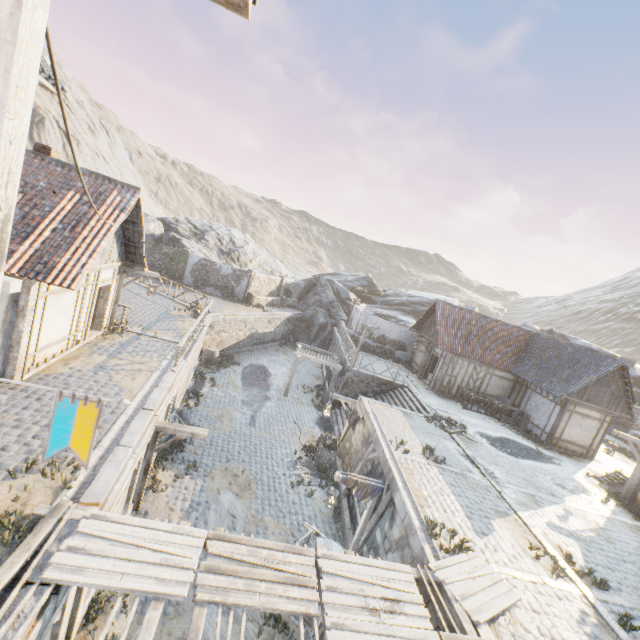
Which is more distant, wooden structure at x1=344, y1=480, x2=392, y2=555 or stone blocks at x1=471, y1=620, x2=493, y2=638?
wooden structure at x1=344, y1=480, x2=392, y2=555

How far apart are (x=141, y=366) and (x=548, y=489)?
16.69m

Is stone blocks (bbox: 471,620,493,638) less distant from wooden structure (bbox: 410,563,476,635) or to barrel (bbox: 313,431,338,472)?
wooden structure (bbox: 410,563,476,635)

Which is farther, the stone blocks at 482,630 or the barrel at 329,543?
the barrel at 329,543

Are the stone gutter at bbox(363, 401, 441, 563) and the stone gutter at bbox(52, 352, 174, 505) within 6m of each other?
no

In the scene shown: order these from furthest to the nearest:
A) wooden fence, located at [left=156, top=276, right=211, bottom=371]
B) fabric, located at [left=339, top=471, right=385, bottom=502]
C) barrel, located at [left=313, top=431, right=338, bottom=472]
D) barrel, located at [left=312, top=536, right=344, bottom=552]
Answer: barrel, located at [left=313, top=431, right=338, bottom=472], wooden fence, located at [left=156, top=276, right=211, bottom=371], fabric, located at [left=339, top=471, right=385, bottom=502], barrel, located at [left=312, top=536, right=344, bottom=552]

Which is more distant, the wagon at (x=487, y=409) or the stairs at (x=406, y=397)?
the wagon at (x=487, y=409)

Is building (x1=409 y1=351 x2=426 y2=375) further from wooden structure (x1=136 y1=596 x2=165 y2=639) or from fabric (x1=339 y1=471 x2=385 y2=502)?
wooden structure (x1=136 y1=596 x2=165 y2=639)
